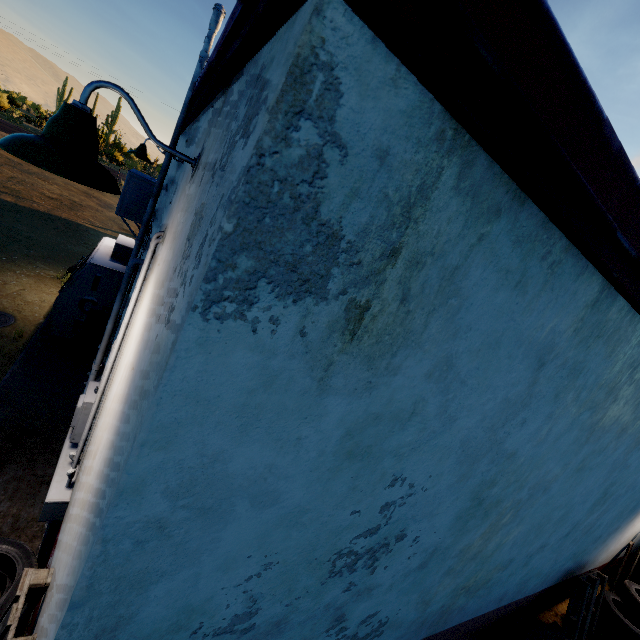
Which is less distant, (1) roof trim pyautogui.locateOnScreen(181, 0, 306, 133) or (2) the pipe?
(1) roof trim pyautogui.locateOnScreen(181, 0, 306, 133)

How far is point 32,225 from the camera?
10.4m

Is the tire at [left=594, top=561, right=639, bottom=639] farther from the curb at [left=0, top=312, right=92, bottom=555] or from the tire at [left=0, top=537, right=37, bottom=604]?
the tire at [left=0, top=537, right=37, bottom=604]

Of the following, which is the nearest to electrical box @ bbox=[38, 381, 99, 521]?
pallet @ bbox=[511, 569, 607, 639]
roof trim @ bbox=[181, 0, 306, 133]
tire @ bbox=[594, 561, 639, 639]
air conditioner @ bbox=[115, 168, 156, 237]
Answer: air conditioner @ bbox=[115, 168, 156, 237]

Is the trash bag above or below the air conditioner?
below

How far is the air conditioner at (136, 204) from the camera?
3.80m

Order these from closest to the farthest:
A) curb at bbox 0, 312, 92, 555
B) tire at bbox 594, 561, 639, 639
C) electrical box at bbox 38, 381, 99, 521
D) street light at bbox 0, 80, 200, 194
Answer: street light at bbox 0, 80, 200, 194 → electrical box at bbox 38, 381, 99, 521 → curb at bbox 0, 312, 92, 555 → tire at bbox 594, 561, 639, 639

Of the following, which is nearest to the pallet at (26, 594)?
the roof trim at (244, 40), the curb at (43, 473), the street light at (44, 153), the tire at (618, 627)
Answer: the curb at (43, 473)
